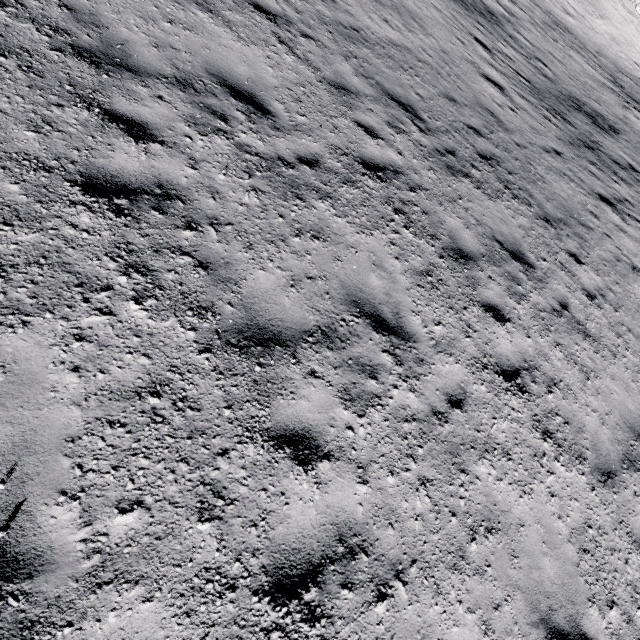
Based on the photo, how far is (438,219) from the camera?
5.8 meters
